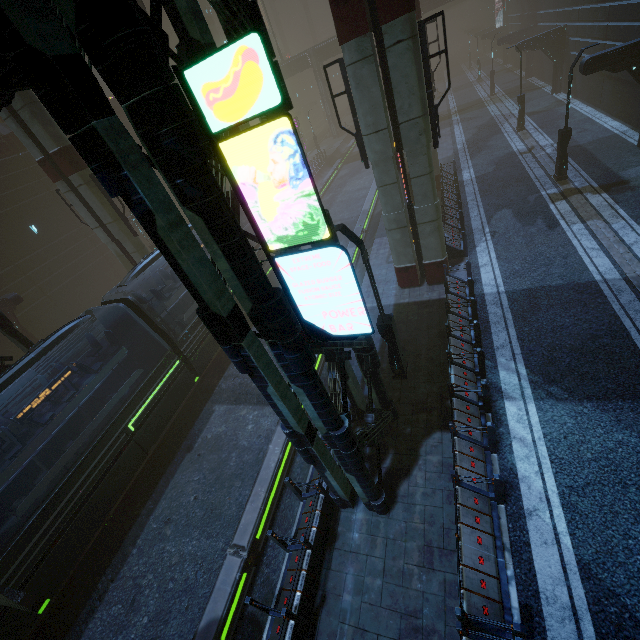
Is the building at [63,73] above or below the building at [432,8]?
below

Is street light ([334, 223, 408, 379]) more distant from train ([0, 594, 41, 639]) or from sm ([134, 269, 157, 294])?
sm ([134, 269, 157, 294])

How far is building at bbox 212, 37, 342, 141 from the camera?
4.85m

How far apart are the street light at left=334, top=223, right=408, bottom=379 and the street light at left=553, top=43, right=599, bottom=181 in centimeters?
1461cm

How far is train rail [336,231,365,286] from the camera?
18.5 meters

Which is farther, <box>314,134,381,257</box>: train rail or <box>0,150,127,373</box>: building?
<box>314,134,381,257</box>: train rail

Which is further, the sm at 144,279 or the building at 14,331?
the building at 14,331

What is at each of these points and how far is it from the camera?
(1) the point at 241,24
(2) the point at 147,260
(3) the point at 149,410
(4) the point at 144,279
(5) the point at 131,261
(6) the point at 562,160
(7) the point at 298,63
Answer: (1) building, 4.18m
(2) train, 14.27m
(3) train, 12.46m
(4) sm, 19.11m
(5) sm, 18.50m
(6) street light, 16.69m
(7) building, 47.25m
